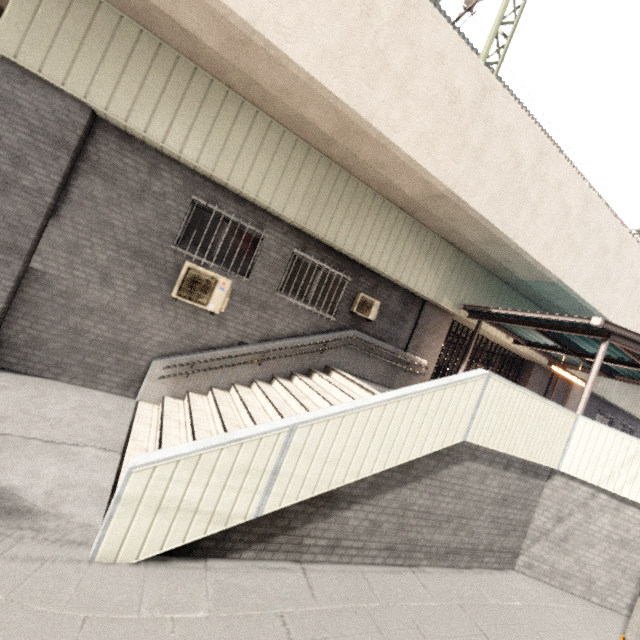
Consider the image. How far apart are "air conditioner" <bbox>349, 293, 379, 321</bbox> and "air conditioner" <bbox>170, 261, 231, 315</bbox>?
3.3 meters

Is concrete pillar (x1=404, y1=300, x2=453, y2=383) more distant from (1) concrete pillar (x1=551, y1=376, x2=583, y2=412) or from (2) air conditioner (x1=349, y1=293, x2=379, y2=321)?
(1) concrete pillar (x1=551, y1=376, x2=583, y2=412)

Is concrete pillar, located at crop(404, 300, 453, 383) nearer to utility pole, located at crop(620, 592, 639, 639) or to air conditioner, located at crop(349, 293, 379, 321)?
air conditioner, located at crop(349, 293, 379, 321)

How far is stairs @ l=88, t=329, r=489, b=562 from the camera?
3.3 meters

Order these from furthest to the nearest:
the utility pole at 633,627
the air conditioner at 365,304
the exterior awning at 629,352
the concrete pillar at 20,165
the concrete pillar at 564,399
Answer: the concrete pillar at 564,399
the air conditioner at 365,304
the exterior awning at 629,352
the concrete pillar at 20,165
the utility pole at 633,627

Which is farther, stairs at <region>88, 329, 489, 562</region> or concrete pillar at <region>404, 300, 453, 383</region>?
concrete pillar at <region>404, 300, 453, 383</region>

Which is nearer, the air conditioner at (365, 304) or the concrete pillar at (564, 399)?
the air conditioner at (365, 304)

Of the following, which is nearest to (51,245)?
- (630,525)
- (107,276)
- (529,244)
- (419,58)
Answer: (107,276)
